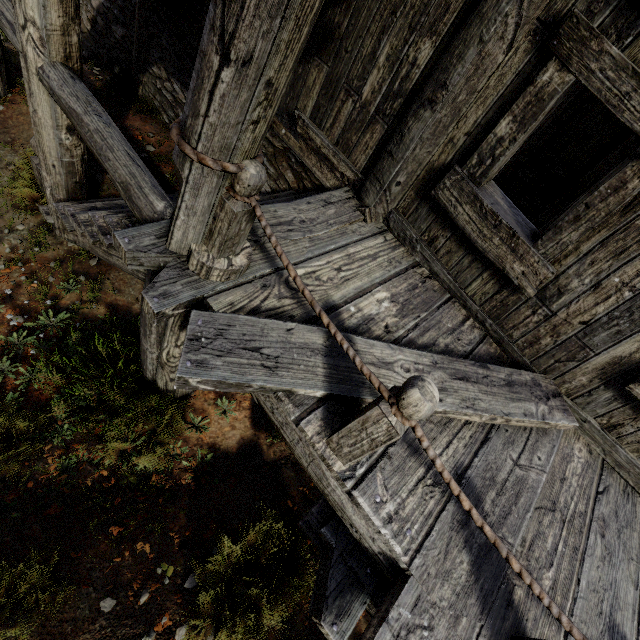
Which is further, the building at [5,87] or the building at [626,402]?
the building at [5,87]

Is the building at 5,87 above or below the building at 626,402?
below

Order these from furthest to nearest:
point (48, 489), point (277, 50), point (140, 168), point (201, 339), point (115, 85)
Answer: point (115, 85)
point (48, 489)
point (140, 168)
point (201, 339)
point (277, 50)

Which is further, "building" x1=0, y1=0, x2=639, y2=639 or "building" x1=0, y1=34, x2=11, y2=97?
"building" x1=0, y1=34, x2=11, y2=97

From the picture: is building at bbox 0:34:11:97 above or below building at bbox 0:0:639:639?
below
